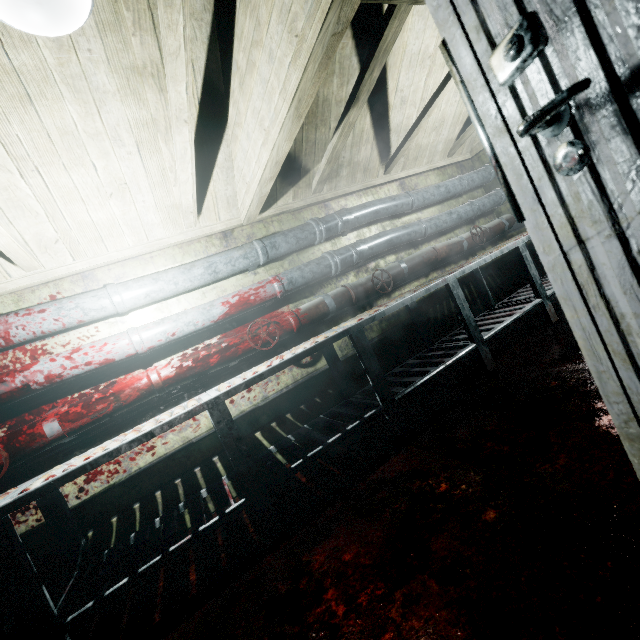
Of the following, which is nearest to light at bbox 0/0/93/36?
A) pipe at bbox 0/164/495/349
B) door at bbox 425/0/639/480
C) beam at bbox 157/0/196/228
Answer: beam at bbox 157/0/196/228

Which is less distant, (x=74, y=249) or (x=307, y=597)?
(x=307, y=597)

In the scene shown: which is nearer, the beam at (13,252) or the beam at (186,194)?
the beam at (186,194)

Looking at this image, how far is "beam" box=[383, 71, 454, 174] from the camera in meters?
2.6

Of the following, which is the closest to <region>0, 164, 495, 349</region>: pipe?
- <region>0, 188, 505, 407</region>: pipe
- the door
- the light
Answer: <region>0, 188, 505, 407</region>: pipe

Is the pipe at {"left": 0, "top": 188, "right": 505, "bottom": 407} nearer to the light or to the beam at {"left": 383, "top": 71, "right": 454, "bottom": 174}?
the beam at {"left": 383, "top": 71, "right": 454, "bottom": 174}

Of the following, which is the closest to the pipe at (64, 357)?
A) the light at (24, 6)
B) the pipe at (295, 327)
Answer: the pipe at (295, 327)

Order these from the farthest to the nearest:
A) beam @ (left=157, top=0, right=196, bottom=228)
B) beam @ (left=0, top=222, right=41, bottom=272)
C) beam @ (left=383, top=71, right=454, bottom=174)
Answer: beam @ (left=383, top=71, right=454, bottom=174) < beam @ (left=0, top=222, right=41, bottom=272) < beam @ (left=157, top=0, right=196, bottom=228)
